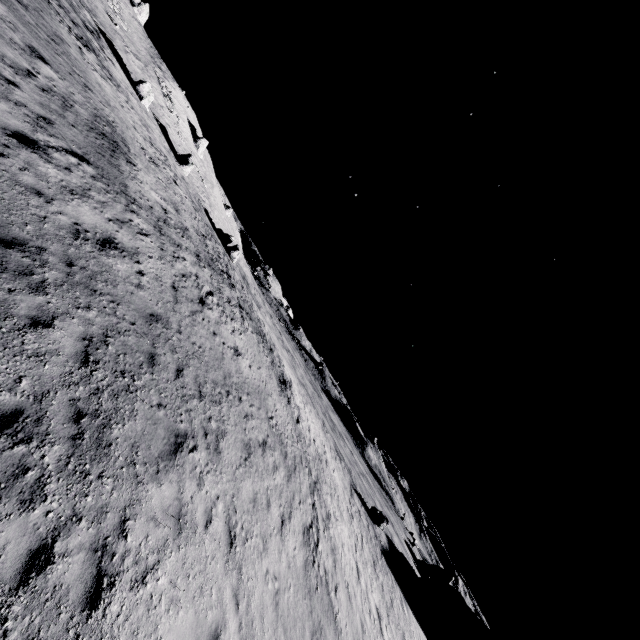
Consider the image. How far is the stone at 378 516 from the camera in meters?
33.7 m

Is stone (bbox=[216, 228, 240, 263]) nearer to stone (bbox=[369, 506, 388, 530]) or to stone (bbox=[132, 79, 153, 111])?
stone (bbox=[132, 79, 153, 111])

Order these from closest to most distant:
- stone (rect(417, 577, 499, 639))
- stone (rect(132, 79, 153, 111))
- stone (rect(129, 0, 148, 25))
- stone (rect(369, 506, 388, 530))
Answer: stone (rect(369, 506, 388, 530)) < stone (rect(132, 79, 153, 111)) < stone (rect(417, 577, 499, 639)) < stone (rect(129, 0, 148, 25))

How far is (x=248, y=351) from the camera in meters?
18.5

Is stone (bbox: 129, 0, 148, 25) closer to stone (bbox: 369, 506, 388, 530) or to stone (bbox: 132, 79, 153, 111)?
stone (bbox: 132, 79, 153, 111)

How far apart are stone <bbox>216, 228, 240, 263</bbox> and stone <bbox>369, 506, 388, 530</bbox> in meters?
37.9 m

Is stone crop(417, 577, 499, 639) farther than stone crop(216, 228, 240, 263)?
No

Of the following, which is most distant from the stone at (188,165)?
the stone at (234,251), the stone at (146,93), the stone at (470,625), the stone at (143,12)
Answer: the stone at (470,625)
